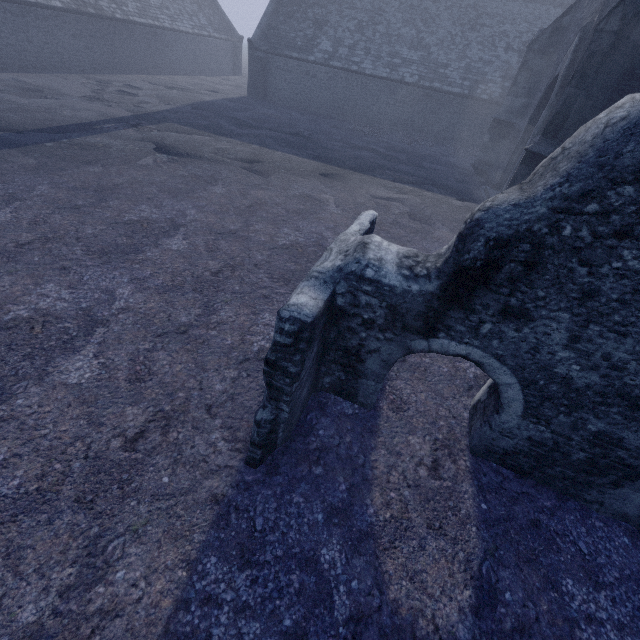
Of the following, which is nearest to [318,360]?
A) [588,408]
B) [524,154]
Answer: [588,408]

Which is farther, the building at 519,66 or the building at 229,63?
the building at 229,63

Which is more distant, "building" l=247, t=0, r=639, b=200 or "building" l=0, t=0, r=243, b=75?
"building" l=0, t=0, r=243, b=75
